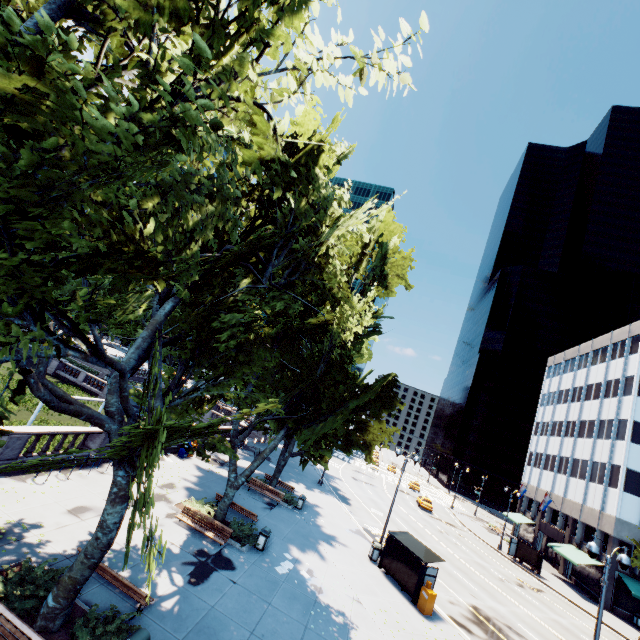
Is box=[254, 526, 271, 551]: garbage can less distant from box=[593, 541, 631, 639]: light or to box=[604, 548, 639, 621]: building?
box=[593, 541, 631, 639]: light

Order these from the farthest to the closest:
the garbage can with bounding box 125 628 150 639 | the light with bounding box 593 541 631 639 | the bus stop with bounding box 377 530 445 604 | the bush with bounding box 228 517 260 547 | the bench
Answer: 1. the bus stop with bounding box 377 530 445 604
2. the bush with bounding box 228 517 260 547
3. the light with bounding box 593 541 631 639
4. the bench
5. the garbage can with bounding box 125 628 150 639

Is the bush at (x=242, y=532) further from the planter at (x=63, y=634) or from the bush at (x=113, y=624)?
the planter at (x=63, y=634)

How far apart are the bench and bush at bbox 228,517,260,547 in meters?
6.6

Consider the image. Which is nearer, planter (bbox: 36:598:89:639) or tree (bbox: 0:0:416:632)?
tree (bbox: 0:0:416:632)

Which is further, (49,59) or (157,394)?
(157,394)

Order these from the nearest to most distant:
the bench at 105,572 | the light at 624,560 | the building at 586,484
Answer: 1. the bench at 105,572
2. the light at 624,560
3. the building at 586,484

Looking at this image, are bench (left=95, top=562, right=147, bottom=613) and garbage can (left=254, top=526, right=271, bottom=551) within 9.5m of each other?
yes
